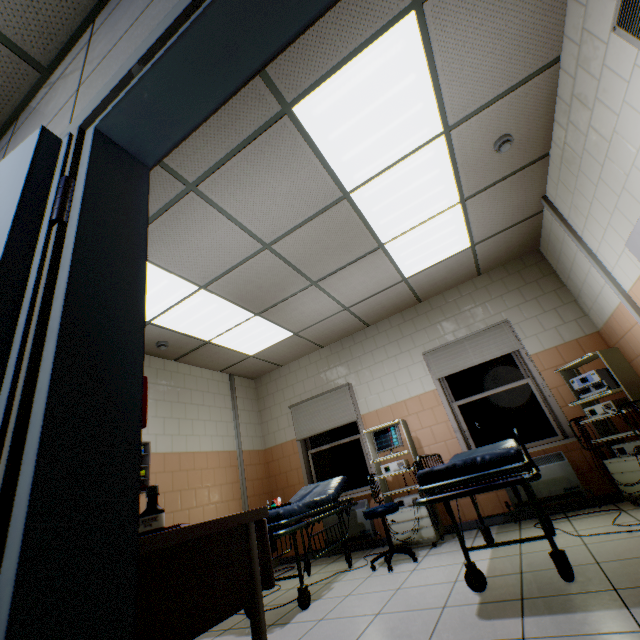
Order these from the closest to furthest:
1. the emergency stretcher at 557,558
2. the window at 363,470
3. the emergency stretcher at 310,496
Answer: the emergency stretcher at 557,558, the emergency stretcher at 310,496, the window at 363,470

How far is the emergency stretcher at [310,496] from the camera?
2.92m

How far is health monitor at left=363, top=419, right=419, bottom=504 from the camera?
4.2 meters

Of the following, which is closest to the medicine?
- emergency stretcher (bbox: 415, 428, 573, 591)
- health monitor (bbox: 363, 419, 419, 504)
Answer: emergency stretcher (bbox: 415, 428, 573, 591)

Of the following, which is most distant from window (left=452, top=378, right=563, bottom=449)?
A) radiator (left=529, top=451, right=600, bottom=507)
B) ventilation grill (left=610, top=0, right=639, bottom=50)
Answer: ventilation grill (left=610, top=0, right=639, bottom=50)

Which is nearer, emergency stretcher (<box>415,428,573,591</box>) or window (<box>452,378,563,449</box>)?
emergency stretcher (<box>415,428,573,591</box>)

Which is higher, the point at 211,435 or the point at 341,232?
the point at 341,232

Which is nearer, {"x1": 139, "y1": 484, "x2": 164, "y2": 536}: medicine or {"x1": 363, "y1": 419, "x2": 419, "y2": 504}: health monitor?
{"x1": 139, "y1": 484, "x2": 164, "y2": 536}: medicine
